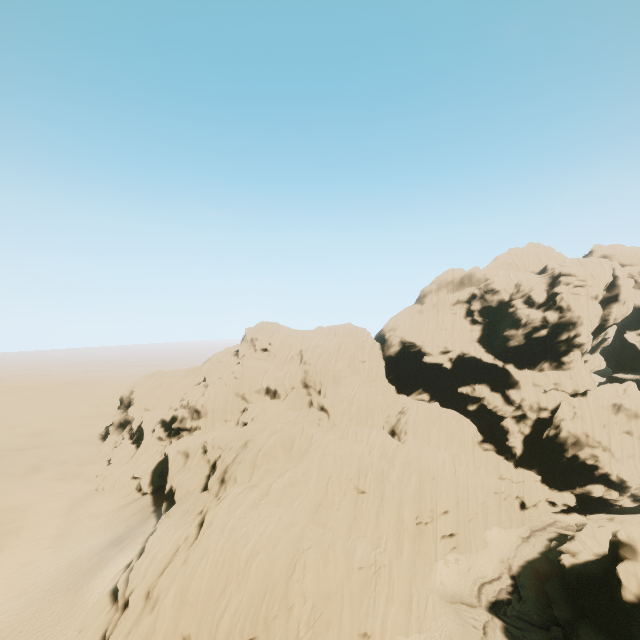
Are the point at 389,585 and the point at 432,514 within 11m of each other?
yes
